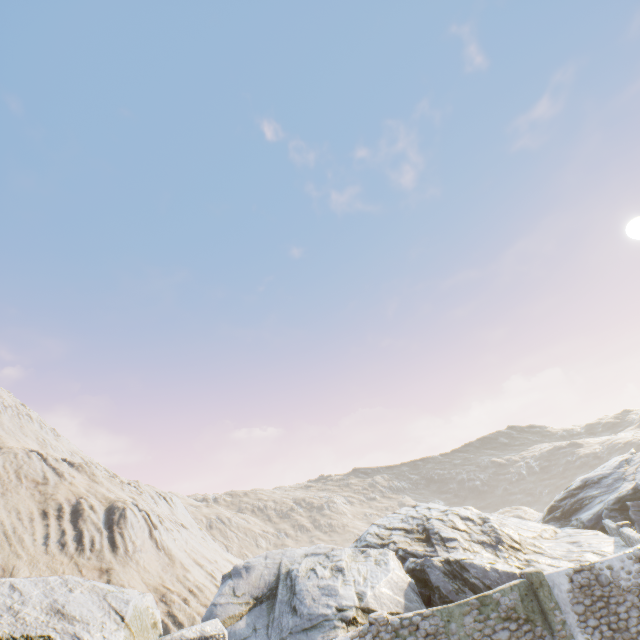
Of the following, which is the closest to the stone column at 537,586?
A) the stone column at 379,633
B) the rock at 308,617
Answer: the rock at 308,617

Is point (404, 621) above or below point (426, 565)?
below

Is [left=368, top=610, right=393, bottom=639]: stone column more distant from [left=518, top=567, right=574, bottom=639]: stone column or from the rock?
[left=518, top=567, right=574, bottom=639]: stone column

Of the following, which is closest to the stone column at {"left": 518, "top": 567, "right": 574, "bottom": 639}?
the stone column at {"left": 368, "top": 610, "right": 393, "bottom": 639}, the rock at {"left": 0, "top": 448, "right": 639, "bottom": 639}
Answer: the rock at {"left": 0, "top": 448, "right": 639, "bottom": 639}

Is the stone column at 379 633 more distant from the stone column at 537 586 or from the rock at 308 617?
the stone column at 537 586

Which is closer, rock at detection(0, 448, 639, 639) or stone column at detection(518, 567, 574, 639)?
rock at detection(0, 448, 639, 639)
